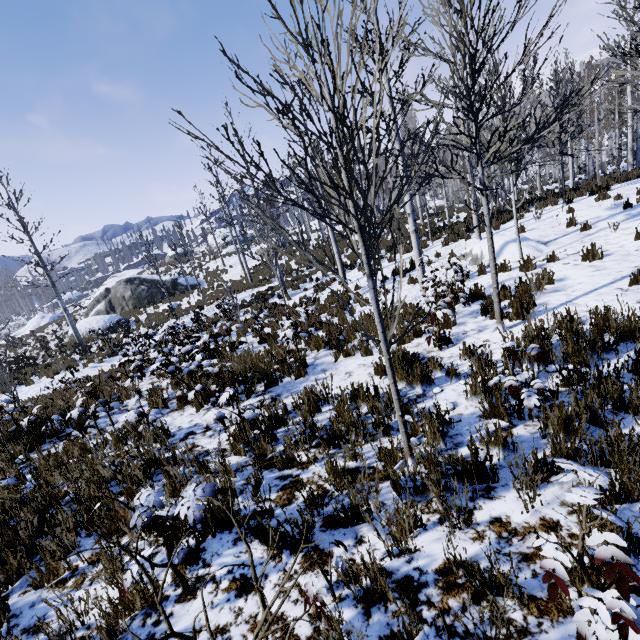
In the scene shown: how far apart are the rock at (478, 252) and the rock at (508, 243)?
0.3m

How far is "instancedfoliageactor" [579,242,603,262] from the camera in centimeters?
675cm

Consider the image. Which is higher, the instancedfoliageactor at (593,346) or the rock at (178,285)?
the rock at (178,285)

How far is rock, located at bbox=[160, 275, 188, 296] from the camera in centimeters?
2867cm

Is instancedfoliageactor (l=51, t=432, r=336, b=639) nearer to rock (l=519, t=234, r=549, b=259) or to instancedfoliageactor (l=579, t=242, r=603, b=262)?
rock (l=519, t=234, r=549, b=259)

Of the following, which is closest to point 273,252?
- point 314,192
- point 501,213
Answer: point 314,192

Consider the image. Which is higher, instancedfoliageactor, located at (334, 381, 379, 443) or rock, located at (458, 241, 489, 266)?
rock, located at (458, 241, 489, 266)
